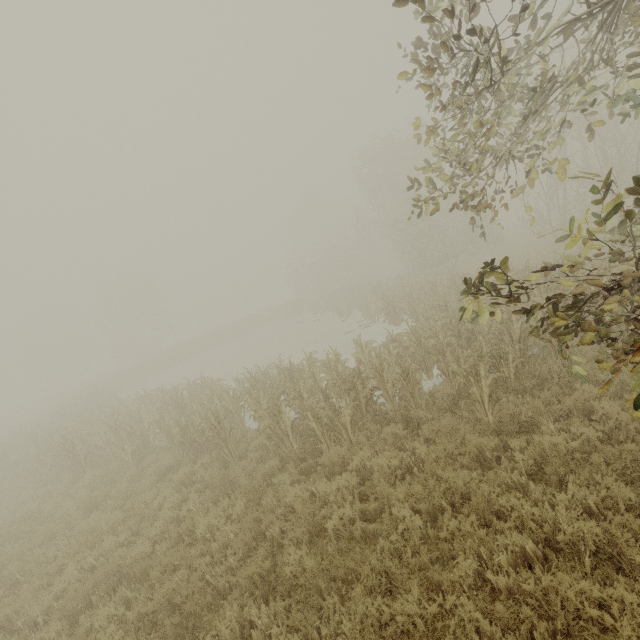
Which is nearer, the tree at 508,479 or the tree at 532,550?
the tree at 532,550

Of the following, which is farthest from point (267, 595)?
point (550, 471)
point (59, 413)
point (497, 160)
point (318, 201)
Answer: point (497, 160)

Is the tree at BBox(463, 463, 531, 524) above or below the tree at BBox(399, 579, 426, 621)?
below

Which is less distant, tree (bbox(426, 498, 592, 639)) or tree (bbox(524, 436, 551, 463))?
tree (bbox(426, 498, 592, 639))

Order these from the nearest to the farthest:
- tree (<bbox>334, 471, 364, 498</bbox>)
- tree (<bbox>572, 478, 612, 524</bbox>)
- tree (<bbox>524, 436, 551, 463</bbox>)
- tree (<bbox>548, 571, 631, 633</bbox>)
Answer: tree (<bbox>548, 571, 631, 633</bbox>) < tree (<bbox>572, 478, 612, 524</bbox>) < tree (<bbox>524, 436, 551, 463</bbox>) < tree (<bbox>334, 471, 364, 498</bbox>)
